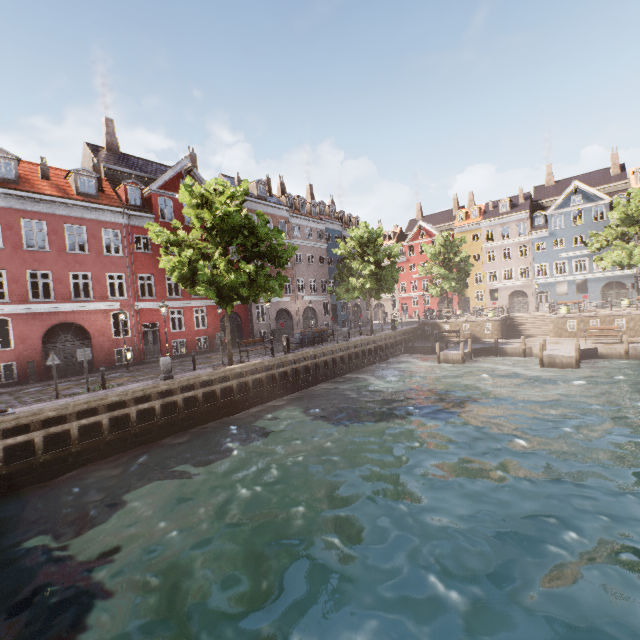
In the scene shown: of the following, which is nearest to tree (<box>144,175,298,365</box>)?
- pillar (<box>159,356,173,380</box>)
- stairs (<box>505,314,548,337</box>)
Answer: pillar (<box>159,356,173,380</box>)

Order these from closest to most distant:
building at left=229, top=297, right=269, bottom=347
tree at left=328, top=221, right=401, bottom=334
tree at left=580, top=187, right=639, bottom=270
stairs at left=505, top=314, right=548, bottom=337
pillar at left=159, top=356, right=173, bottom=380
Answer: pillar at left=159, top=356, right=173, bottom=380 < tree at left=580, top=187, right=639, bottom=270 < tree at left=328, top=221, right=401, bottom=334 < building at left=229, top=297, right=269, bottom=347 < stairs at left=505, top=314, right=548, bottom=337

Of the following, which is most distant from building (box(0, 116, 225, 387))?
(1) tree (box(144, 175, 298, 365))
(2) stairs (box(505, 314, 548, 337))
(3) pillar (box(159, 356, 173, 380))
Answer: (2) stairs (box(505, 314, 548, 337))

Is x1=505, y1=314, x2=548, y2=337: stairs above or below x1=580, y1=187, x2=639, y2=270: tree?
below

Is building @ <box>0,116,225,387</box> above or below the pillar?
above

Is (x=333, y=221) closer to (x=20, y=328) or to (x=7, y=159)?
(x=7, y=159)

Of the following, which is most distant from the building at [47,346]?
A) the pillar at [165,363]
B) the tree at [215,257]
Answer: the pillar at [165,363]

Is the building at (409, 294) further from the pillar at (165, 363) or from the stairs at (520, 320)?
the stairs at (520, 320)
